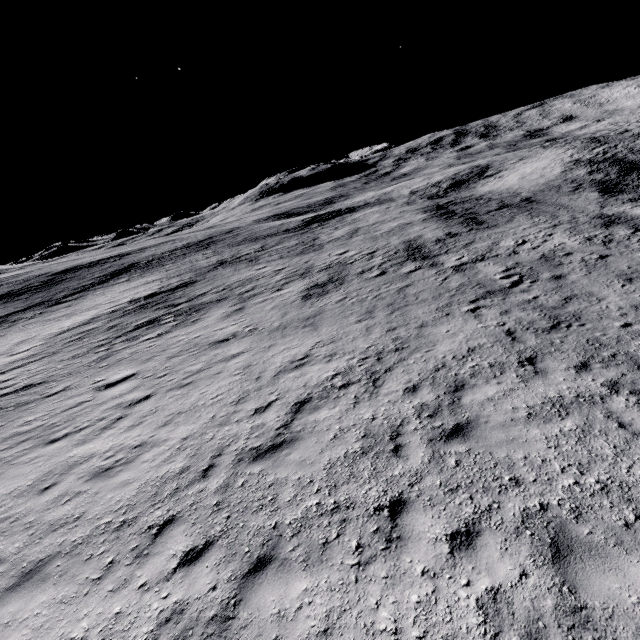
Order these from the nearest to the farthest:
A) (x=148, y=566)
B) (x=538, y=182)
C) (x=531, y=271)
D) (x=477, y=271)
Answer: (x=148, y=566) → (x=531, y=271) → (x=477, y=271) → (x=538, y=182)
